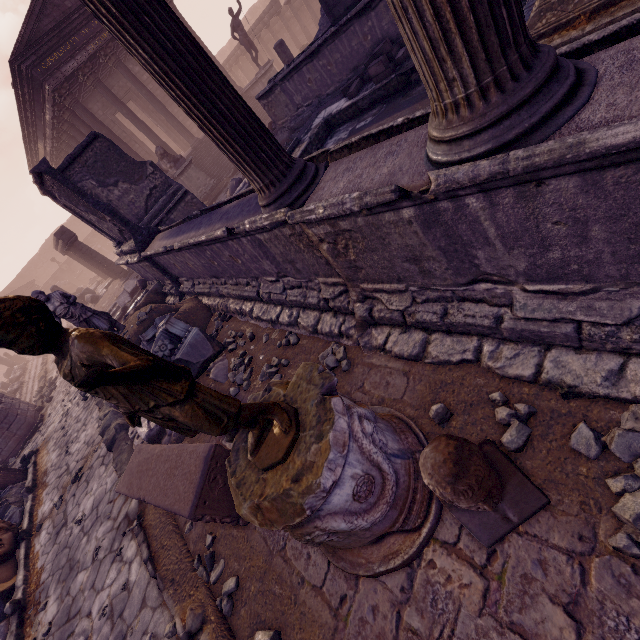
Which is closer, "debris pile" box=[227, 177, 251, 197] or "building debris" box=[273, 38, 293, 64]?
"debris pile" box=[227, 177, 251, 197]

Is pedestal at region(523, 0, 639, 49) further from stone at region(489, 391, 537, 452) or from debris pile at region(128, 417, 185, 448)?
debris pile at region(128, 417, 185, 448)

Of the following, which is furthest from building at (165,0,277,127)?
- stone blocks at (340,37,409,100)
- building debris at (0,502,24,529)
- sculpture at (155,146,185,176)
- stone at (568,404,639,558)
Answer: stone at (568,404,639,558)

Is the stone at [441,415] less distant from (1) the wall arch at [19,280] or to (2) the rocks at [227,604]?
(2) the rocks at [227,604]

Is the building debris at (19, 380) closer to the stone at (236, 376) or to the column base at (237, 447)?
the stone at (236, 376)

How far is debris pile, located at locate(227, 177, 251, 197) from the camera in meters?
9.8

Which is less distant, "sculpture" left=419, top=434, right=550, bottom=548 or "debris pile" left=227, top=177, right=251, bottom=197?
"sculpture" left=419, top=434, right=550, bottom=548

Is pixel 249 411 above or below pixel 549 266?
above
